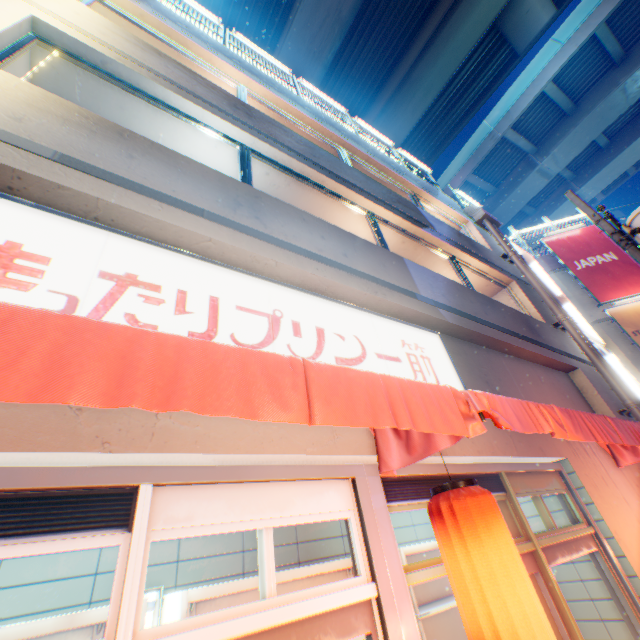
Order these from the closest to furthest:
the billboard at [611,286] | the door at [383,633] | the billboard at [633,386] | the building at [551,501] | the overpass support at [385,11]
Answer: the door at [383,633]
the building at [551,501]
the billboard at [633,386]
the billboard at [611,286]
the overpass support at [385,11]

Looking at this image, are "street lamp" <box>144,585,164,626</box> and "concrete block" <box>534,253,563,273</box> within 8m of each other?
no

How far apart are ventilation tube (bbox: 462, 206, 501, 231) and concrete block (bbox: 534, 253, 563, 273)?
5.42m

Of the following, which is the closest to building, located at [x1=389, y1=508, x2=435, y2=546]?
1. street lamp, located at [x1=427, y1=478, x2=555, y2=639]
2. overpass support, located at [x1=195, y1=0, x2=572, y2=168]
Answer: street lamp, located at [x1=427, y1=478, x2=555, y2=639]

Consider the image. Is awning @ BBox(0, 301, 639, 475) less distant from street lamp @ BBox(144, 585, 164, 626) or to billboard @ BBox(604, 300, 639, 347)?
street lamp @ BBox(144, 585, 164, 626)

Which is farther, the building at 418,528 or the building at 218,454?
the building at 418,528

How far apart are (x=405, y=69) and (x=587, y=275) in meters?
15.2

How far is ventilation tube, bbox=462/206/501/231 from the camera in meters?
11.5 m
